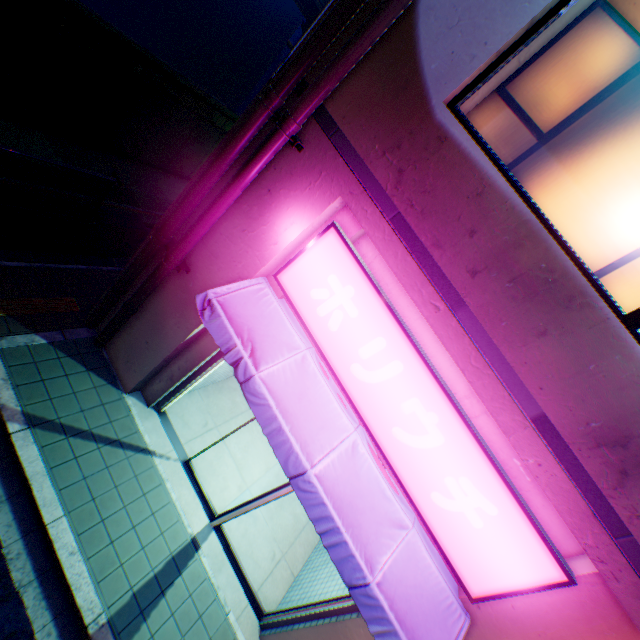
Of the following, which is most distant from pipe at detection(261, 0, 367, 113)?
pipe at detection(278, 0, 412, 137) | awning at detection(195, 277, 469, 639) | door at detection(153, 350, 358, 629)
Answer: door at detection(153, 350, 358, 629)

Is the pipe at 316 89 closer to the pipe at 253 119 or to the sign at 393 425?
the pipe at 253 119

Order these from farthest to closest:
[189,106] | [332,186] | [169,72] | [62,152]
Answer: [189,106] → [169,72] → [62,152] → [332,186]

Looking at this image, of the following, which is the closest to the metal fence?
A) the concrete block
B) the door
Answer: the concrete block

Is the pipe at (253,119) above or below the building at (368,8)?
below

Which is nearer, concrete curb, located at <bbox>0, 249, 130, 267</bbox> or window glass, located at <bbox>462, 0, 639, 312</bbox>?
window glass, located at <bbox>462, 0, 639, 312</bbox>

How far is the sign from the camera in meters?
3.4 m

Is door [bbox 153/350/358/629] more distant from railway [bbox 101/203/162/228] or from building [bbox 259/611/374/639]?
railway [bbox 101/203/162/228]
